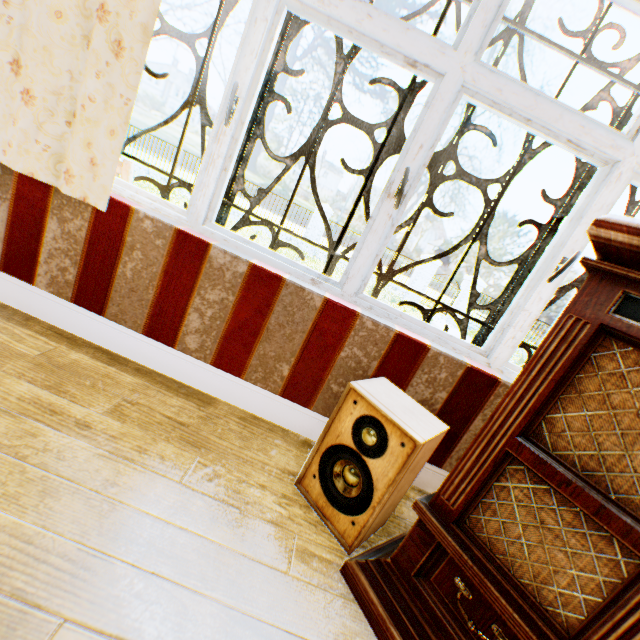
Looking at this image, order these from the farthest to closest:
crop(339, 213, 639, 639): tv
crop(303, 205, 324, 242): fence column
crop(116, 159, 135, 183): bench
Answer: crop(303, 205, 324, 242): fence column, crop(116, 159, 135, 183): bench, crop(339, 213, 639, 639): tv

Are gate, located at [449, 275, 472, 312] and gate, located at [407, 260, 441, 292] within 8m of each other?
yes

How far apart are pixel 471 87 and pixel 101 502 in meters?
2.2

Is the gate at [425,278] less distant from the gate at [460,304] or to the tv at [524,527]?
the gate at [460,304]

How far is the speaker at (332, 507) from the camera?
1.2m

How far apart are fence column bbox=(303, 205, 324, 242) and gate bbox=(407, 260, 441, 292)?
4.7 meters

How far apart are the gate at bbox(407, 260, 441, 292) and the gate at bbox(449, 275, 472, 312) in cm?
108

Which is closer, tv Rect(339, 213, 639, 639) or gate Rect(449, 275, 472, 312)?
tv Rect(339, 213, 639, 639)
